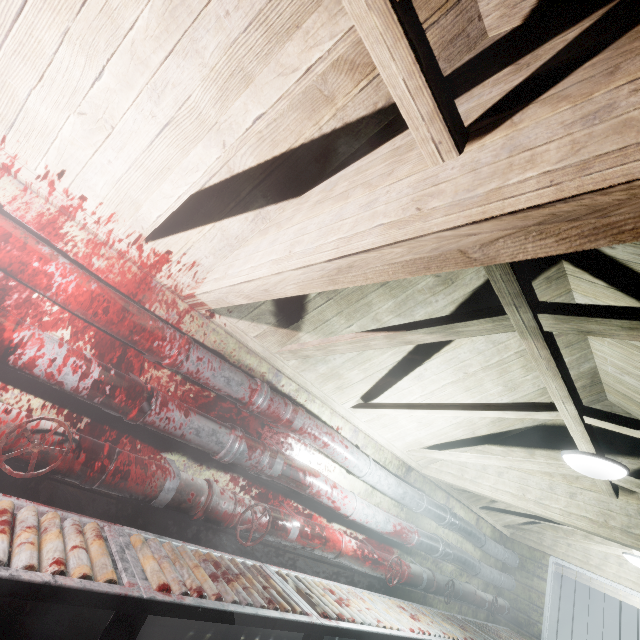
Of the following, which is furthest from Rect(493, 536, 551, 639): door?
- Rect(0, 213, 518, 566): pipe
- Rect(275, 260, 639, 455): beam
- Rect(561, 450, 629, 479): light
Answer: Rect(561, 450, 629, 479): light

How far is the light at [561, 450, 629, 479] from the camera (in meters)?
1.96

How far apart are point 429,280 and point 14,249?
2.1 meters

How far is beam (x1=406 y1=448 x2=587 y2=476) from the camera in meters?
2.5 m

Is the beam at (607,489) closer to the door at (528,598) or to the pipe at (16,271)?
the pipe at (16,271)

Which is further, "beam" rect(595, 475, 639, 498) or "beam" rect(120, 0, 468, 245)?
"beam" rect(595, 475, 639, 498)

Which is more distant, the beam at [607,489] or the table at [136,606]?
the beam at [607,489]

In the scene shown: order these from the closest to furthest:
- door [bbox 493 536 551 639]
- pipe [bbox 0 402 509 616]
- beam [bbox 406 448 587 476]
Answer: pipe [bbox 0 402 509 616]
beam [bbox 406 448 587 476]
door [bbox 493 536 551 639]
